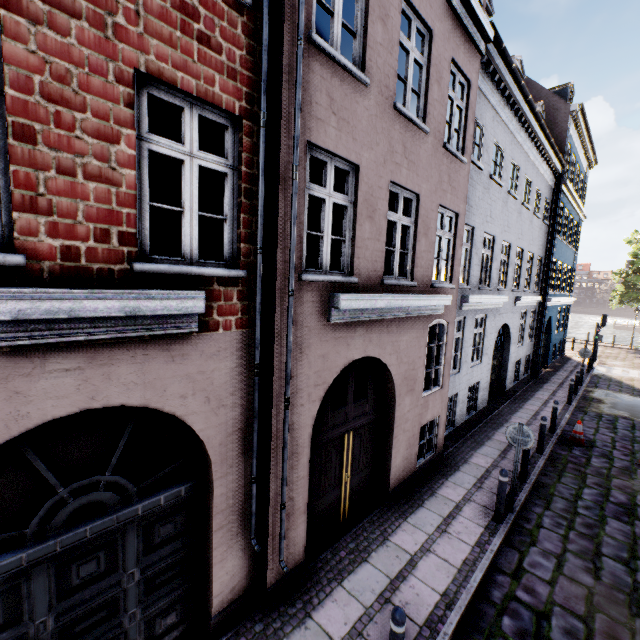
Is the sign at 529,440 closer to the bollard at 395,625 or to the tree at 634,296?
the bollard at 395,625

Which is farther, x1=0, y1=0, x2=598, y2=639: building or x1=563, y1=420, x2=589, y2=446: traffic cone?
x1=563, y1=420, x2=589, y2=446: traffic cone

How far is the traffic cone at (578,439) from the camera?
10.15m

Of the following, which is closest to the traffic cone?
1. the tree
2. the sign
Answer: the sign

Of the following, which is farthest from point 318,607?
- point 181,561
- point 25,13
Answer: point 25,13

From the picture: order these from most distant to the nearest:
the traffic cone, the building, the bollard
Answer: the traffic cone
the bollard
the building

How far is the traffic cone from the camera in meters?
10.1 m

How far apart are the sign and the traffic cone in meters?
5.4 m
